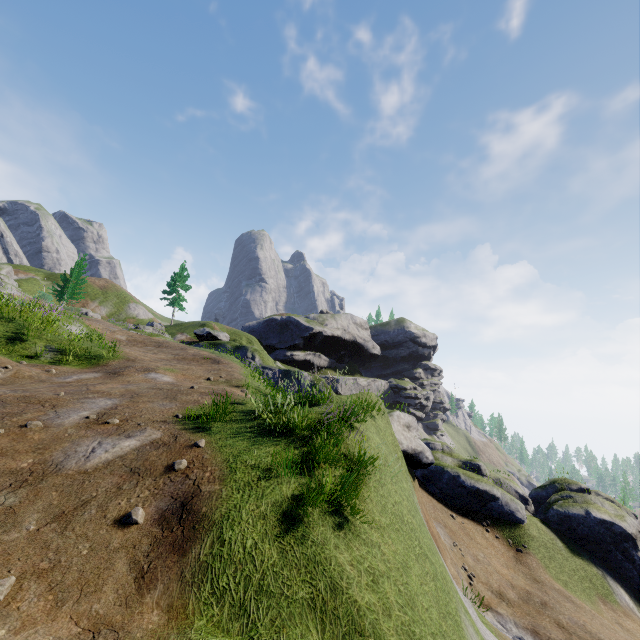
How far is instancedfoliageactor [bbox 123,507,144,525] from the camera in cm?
455

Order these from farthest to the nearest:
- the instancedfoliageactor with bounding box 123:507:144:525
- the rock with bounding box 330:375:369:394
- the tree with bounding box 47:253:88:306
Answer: the rock with bounding box 330:375:369:394, the tree with bounding box 47:253:88:306, the instancedfoliageactor with bounding box 123:507:144:525

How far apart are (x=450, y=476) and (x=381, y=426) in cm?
1240

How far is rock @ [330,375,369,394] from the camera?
53.9 meters

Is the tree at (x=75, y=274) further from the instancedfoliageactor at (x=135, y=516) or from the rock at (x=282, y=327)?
the instancedfoliageactor at (x=135, y=516)

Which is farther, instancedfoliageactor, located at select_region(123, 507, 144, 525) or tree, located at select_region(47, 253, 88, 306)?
tree, located at select_region(47, 253, 88, 306)
